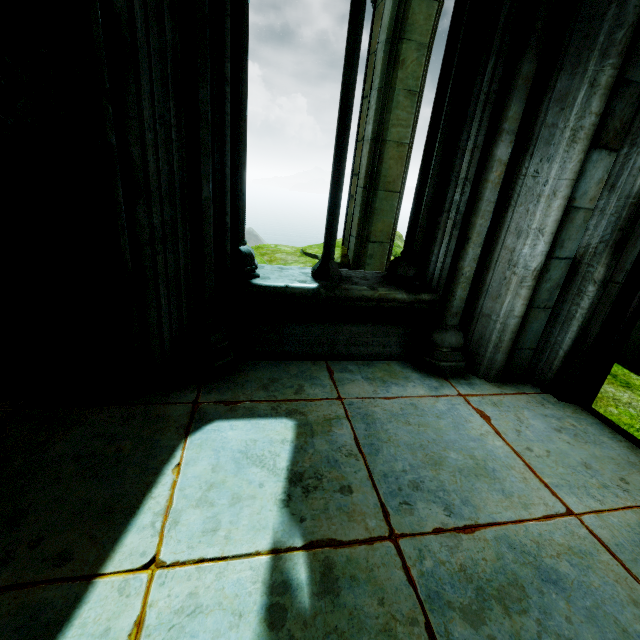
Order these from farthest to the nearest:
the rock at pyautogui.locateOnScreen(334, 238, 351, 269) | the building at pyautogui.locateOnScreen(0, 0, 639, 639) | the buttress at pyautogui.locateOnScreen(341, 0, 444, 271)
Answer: the rock at pyautogui.locateOnScreen(334, 238, 351, 269) < the buttress at pyautogui.locateOnScreen(341, 0, 444, 271) < the building at pyautogui.locateOnScreen(0, 0, 639, 639)

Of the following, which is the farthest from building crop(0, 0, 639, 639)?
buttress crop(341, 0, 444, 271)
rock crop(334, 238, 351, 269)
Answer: buttress crop(341, 0, 444, 271)

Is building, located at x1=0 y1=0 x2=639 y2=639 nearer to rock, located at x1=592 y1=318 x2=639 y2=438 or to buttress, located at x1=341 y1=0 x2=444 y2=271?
rock, located at x1=592 y1=318 x2=639 y2=438

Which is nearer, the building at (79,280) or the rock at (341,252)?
the building at (79,280)

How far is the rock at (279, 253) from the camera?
7.35m

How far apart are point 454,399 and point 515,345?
0.8 meters

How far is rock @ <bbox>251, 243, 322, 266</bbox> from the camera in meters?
7.4 m
